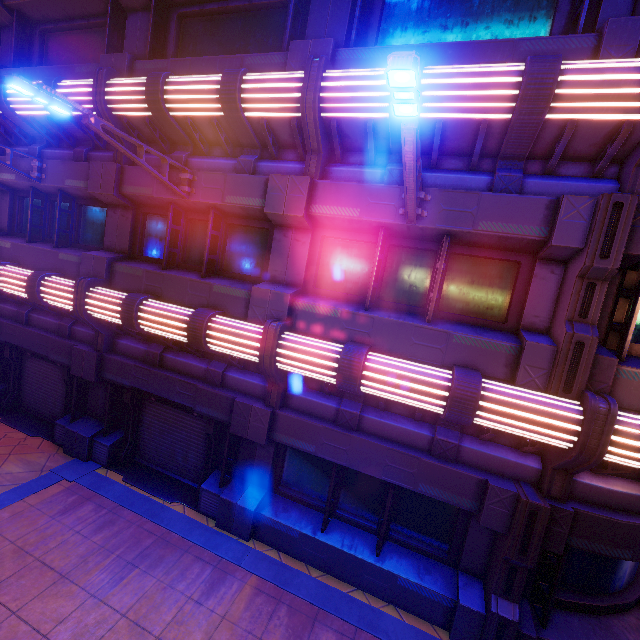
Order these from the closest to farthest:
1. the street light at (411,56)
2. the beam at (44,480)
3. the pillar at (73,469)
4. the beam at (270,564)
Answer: the street light at (411,56) < the beam at (270,564) < the beam at (44,480) < the pillar at (73,469)

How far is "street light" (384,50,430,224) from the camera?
2.55m

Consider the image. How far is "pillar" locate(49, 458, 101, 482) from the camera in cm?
786

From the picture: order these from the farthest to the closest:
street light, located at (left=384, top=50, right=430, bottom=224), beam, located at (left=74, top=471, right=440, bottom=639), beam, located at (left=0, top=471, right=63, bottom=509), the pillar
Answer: the pillar → beam, located at (left=0, top=471, right=63, bottom=509) → beam, located at (left=74, top=471, right=440, bottom=639) → street light, located at (left=384, top=50, right=430, bottom=224)

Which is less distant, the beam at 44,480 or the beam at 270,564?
the beam at 270,564

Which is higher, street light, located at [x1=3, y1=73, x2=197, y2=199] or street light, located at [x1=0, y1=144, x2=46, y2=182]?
street light, located at [x1=0, y1=144, x2=46, y2=182]

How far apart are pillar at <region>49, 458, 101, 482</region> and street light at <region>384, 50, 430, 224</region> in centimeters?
955cm

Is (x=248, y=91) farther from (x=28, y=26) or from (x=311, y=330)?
(x=28, y=26)
